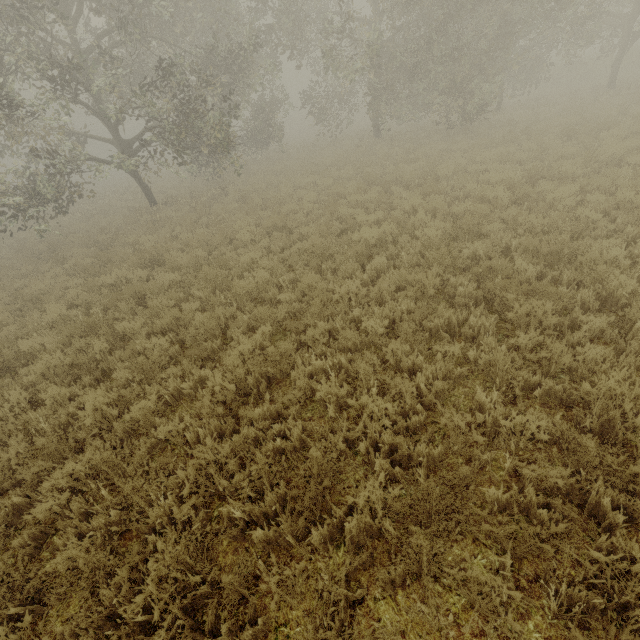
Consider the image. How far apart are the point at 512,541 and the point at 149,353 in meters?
5.9
